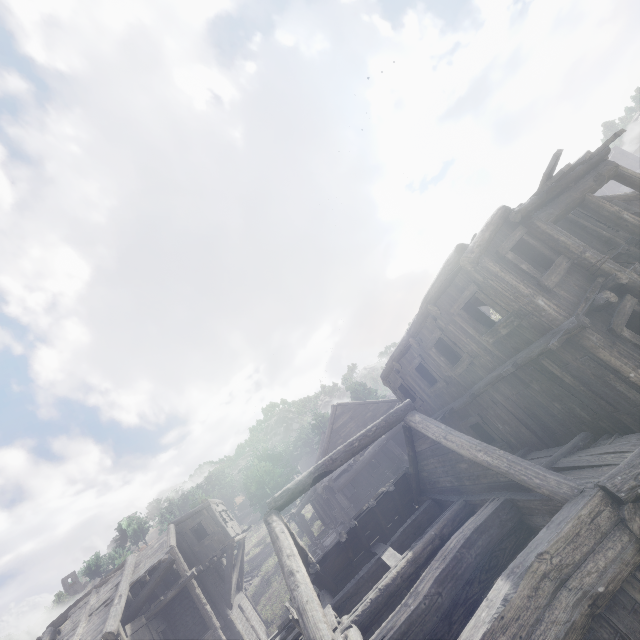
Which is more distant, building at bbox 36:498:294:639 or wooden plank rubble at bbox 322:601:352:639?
building at bbox 36:498:294:639

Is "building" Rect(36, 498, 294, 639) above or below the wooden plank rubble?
above

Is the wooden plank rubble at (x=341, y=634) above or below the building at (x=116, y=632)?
below

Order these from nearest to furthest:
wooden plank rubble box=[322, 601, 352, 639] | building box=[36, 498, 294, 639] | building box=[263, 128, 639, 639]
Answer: building box=[263, 128, 639, 639], wooden plank rubble box=[322, 601, 352, 639], building box=[36, 498, 294, 639]

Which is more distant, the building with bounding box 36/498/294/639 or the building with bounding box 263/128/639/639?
the building with bounding box 36/498/294/639

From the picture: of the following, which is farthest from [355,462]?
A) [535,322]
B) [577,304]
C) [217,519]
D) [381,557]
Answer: [577,304]

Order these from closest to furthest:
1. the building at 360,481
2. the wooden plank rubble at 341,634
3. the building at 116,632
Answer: the building at 360,481, the wooden plank rubble at 341,634, the building at 116,632
